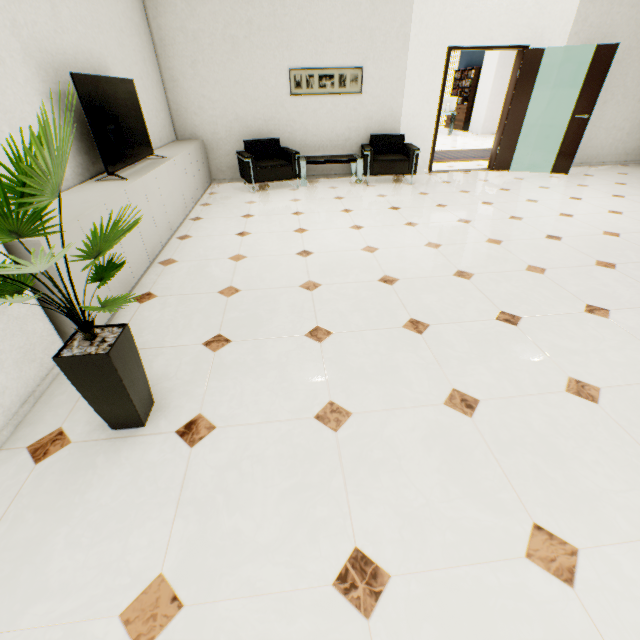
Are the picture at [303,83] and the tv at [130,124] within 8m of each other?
yes

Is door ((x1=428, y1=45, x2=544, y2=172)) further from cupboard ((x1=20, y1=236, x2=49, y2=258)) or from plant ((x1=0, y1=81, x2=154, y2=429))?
plant ((x1=0, y1=81, x2=154, y2=429))

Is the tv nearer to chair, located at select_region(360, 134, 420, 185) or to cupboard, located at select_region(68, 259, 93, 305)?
cupboard, located at select_region(68, 259, 93, 305)

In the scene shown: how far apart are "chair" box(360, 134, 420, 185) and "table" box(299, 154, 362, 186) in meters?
0.1

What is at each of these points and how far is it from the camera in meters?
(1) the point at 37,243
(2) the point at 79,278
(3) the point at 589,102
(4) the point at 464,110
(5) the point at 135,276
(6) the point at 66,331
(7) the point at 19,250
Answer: (1) cupboard, 1.9 m
(2) cupboard, 2.2 m
(3) door, 5.9 m
(4) book, 13.6 m
(5) cupboard, 3.0 m
(6) cupboard, 2.3 m
(7) cupboard, 1.9 m

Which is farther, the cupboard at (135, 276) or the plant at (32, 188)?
the cupboard at (135, 276)

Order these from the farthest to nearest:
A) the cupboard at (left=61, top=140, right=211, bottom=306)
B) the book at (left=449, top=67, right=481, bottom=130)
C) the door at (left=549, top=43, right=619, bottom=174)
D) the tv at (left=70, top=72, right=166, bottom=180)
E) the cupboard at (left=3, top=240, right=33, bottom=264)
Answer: the book at (left=449, top=67, right=481, bottom=130) → the door at (left=549, top=43, right=619, bottom=174) → the tv at (left=70, top=72, right=166, bottom=180) → the cupboard at (left=61, top=140, right=211, bottom=306) → the cupboard at (left=3, top=240, right=33, bottom=264)

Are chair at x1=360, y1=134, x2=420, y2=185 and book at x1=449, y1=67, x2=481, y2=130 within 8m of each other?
no
